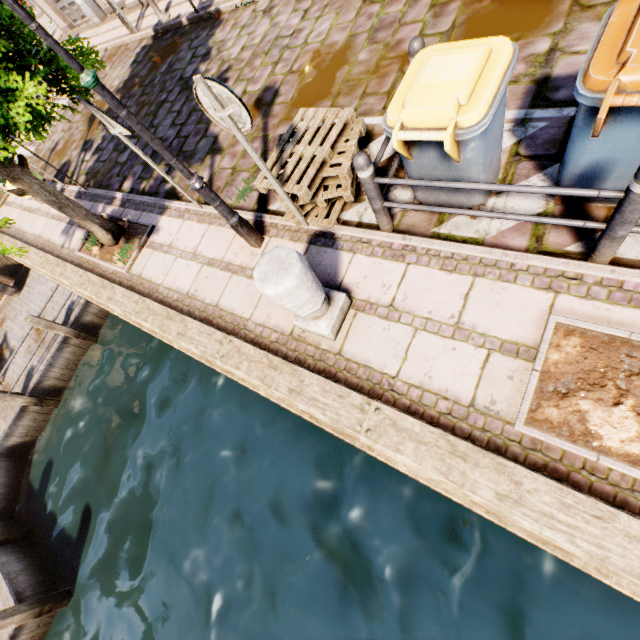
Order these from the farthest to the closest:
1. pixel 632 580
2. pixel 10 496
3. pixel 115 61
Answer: pixel 115 61
pixel 10 496
pixel 632 580

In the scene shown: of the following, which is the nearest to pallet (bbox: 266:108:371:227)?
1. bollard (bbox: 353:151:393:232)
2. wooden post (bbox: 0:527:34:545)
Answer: bollard (bbox: 353:151:393:232)

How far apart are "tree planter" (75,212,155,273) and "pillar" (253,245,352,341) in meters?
3.7 m

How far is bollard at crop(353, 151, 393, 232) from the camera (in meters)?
2.88

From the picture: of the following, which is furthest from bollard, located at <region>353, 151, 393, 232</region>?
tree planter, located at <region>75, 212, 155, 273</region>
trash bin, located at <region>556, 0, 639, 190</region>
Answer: tree planter, located at <region>75, 212, 155, 273</region>

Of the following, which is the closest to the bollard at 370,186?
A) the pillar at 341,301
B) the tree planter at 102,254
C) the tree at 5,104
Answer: the pillar at 341,301

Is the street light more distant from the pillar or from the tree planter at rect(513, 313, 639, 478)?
the tree planter at rect(513, 313, 639, 478)

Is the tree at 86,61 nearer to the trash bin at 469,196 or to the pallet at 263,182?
the pallet at 263,182
